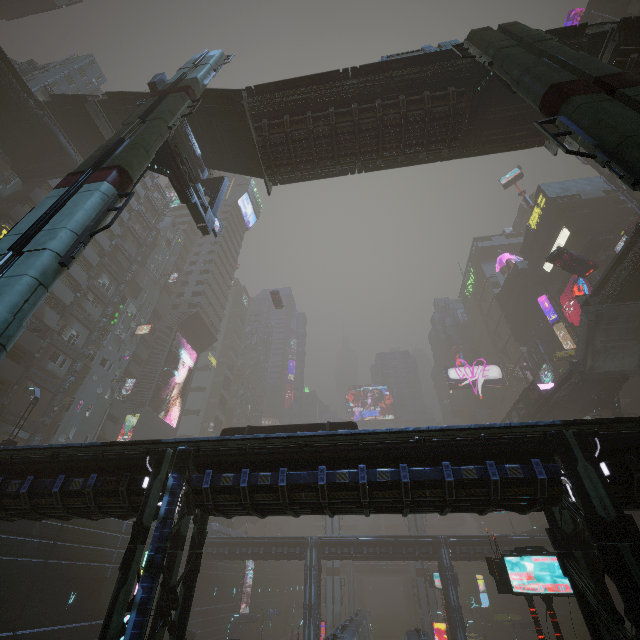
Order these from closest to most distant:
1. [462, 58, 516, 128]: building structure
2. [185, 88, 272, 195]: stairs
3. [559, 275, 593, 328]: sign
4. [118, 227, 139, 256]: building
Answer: [462, 58, 516, 128]: building structure → [185, 88, 272, 195]: stairs → [559, 275, 593, 328]: sign → [118, 227, 139, 256]: building

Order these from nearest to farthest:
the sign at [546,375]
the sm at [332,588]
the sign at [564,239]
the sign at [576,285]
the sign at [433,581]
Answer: the sign at [433,581] → the sign at [576,285] → the sign at [564,239] → the sm at [332,588] → the sign at [546,375]

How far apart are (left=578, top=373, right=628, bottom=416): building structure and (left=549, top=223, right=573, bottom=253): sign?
22.74m

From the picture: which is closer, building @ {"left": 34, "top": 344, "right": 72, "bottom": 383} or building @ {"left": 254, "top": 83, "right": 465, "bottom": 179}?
building @ {"left": 254, "top": 83, "right": 465, "bottom": 179}

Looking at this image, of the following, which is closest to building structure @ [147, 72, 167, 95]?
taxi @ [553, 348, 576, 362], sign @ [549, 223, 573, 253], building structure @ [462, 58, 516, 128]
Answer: building structure @ [462, 58, 516, 128]

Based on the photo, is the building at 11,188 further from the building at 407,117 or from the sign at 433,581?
the building at 407,117

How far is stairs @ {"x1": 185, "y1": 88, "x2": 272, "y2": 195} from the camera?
18.9 meters

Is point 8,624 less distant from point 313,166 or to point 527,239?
point 313,166
